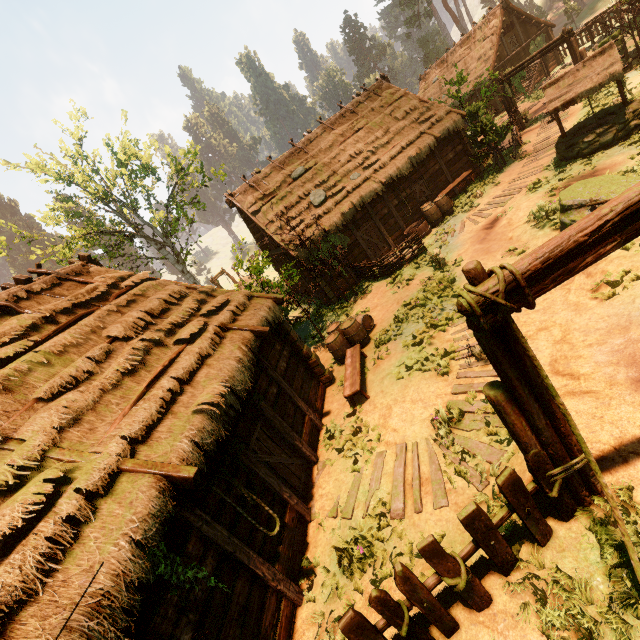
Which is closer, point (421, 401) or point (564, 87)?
point (421, 401)

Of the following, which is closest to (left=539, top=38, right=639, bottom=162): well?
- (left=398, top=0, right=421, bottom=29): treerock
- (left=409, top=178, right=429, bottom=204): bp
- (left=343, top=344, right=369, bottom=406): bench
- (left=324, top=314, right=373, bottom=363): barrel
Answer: (left=409, top=178, right=429, bottom=204): bp

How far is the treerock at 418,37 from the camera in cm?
5788

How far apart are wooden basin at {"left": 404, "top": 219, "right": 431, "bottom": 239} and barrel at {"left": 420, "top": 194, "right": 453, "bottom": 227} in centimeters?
8cm

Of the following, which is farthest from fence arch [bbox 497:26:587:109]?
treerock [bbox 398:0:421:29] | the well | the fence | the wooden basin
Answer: the wooden basin

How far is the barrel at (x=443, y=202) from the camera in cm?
1627

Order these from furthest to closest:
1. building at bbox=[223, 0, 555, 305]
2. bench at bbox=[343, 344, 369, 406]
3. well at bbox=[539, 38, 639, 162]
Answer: building at bbox=[223, 0, 555, 305] → well at bbox=[539, 38, 639, 162] → bench at bbox=[343, 344, 369, 406]

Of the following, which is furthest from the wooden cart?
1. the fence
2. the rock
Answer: the fence
